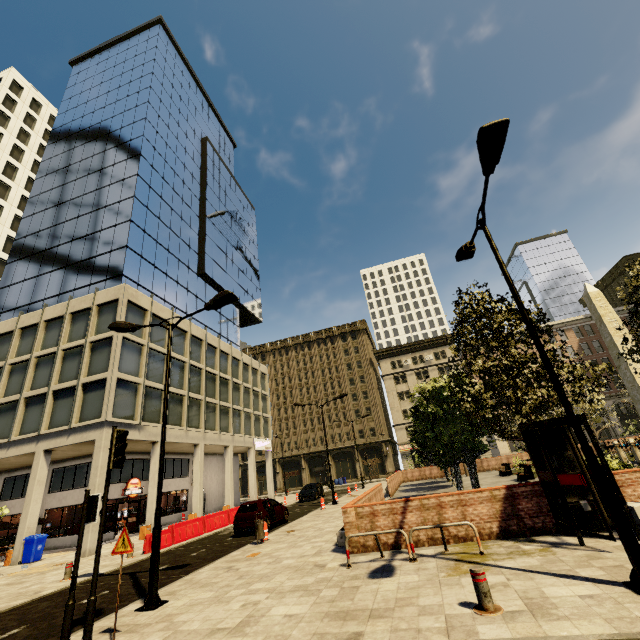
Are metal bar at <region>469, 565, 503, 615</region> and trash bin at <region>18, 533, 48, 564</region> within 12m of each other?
no

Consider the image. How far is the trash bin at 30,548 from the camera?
17.9 meters

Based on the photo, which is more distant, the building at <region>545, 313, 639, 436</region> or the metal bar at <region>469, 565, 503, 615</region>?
the building at <region>545, 313, 639, 436</region>

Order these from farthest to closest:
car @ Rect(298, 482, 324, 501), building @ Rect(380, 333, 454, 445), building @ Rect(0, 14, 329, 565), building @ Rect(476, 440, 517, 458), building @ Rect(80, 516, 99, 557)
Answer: building @ Rect(380, 333, 454, 445) → building @ Rect(476, 440, 517, 458) → car @ Rect(298, 482, 324, 501) → building @ Rect(0, 14, 329, 565) → building @ Rect(80, 516, 99, 557)

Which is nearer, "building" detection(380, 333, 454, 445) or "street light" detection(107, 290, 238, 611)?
"street light" detection(107, 290, 238, 611)

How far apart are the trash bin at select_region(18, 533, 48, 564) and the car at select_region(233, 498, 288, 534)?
11.72m

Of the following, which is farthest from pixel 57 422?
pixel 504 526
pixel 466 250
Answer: pixel 466 250

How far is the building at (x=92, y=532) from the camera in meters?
17.1
